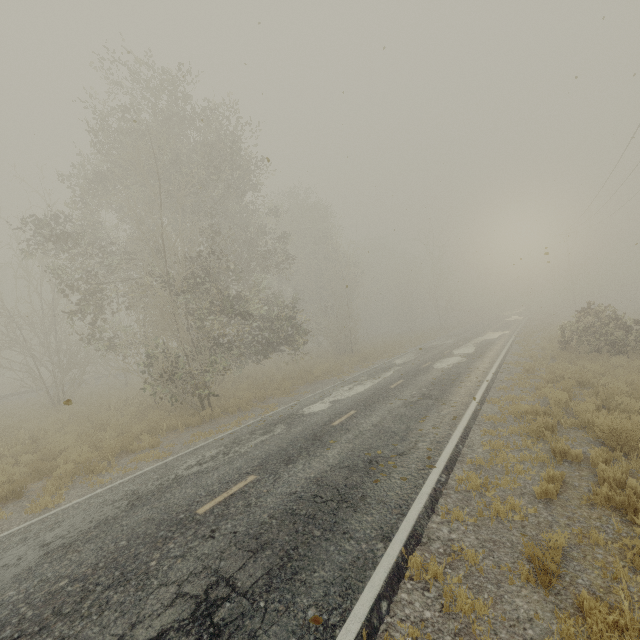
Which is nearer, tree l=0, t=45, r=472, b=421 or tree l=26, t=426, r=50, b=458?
tree l=26, t=426, r=50, b=458

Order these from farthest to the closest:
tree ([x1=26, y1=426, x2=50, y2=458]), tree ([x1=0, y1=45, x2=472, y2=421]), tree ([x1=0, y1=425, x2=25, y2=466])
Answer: tree ([x1=0, y1=45, x2=472, y2=421]) → tree ([x1=26, y1=426, x2=50, y2=458]) → tree ([x1=0, y1=425, x2=25, y2=466])

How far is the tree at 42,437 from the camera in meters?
11.5 m

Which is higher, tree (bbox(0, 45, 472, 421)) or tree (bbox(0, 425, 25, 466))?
tree (bbox(0, 45, 472, 421))

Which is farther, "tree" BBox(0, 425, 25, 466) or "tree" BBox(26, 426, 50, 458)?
"tree" BBox(26, 426, 50, 458)

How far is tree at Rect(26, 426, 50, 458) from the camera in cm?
1151

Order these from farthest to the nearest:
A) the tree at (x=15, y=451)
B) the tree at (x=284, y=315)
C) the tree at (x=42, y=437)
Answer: the tree at (x=284, y=315) → the tree at (x=42, y=437) → the tree at (x=15, y=451)

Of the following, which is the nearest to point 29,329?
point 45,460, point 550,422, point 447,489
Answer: point 45,460
